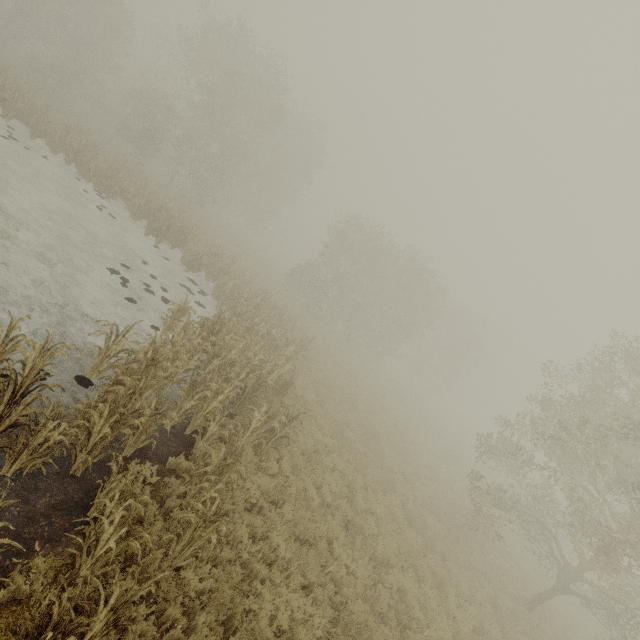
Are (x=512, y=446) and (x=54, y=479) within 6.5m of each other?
no
